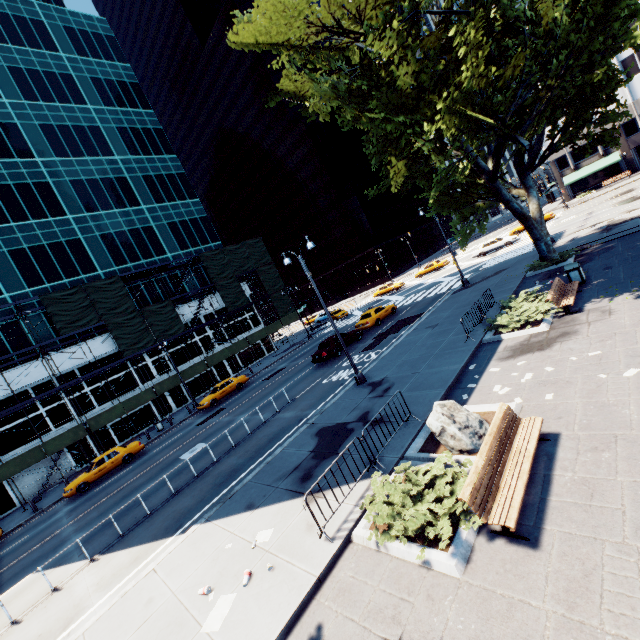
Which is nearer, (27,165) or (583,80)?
(583,80)

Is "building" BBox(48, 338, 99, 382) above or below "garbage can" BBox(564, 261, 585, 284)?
above

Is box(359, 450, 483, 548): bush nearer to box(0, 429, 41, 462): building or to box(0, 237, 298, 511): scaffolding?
box(0, 237, 298, 511): scaffolding

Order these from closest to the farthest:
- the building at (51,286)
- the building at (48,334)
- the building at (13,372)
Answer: the building at (13,372) < the building at (48,334) < the building at (51,286)

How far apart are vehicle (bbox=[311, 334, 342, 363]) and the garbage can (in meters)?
14.39

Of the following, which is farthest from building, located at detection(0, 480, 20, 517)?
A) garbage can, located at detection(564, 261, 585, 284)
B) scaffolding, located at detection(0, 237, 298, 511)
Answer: garbage can, located at detection(564, 261, 585, 284)

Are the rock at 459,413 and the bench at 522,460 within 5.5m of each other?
yes

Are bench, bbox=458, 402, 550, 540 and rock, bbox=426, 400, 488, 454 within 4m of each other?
yes
